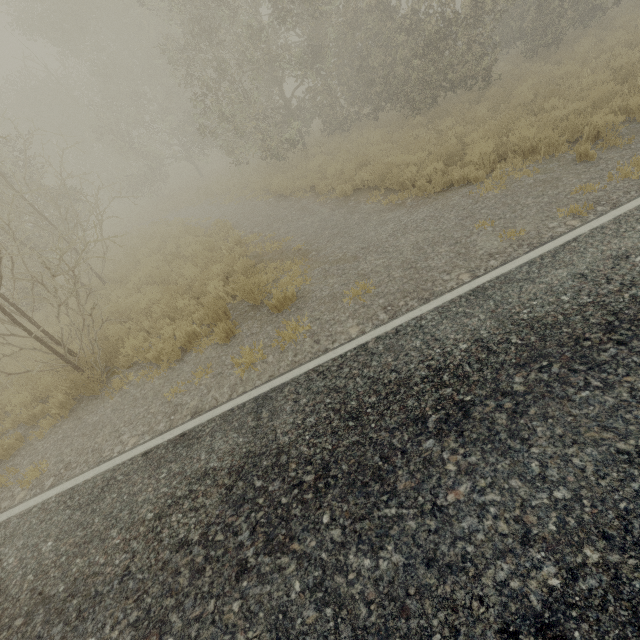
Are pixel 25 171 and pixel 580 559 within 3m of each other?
A: no
